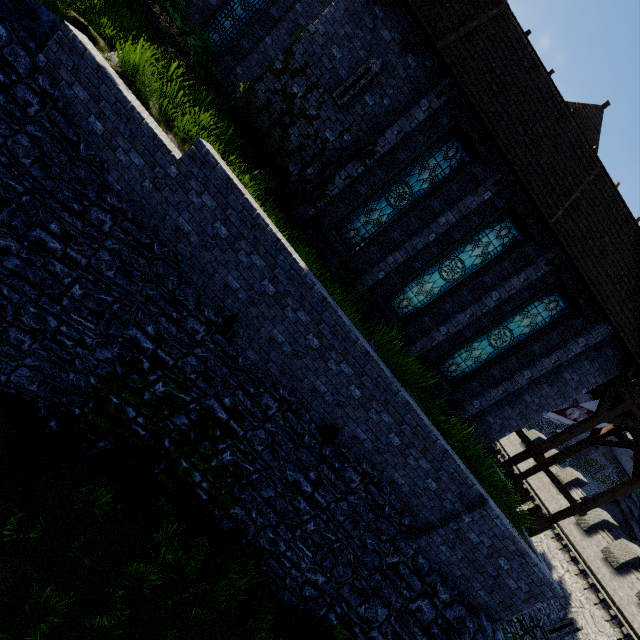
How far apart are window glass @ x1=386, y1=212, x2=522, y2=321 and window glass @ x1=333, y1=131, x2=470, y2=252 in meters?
1.9 m

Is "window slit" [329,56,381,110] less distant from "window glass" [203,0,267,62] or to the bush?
the bush

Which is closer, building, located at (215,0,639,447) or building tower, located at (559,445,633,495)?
building, located at (215,0,639,447)

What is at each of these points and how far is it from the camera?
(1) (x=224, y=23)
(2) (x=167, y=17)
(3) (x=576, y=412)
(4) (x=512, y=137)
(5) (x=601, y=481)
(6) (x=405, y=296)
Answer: (1) window glass, 12.09m
(2) bush, 9.41m
(3) flag, 16.20m
(4) building, 9.47m
(5) building tower, 49.06m
(6) window glass, 11.12m

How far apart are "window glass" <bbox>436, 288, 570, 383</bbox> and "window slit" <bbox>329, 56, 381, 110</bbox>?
8.5m

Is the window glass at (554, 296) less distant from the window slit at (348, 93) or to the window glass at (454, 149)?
the window glass at (454, 149)

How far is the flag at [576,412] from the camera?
15.9m

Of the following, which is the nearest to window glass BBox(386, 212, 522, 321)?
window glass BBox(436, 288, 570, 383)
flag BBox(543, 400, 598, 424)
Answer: window glass BBox(436, 288, 570, 383)
